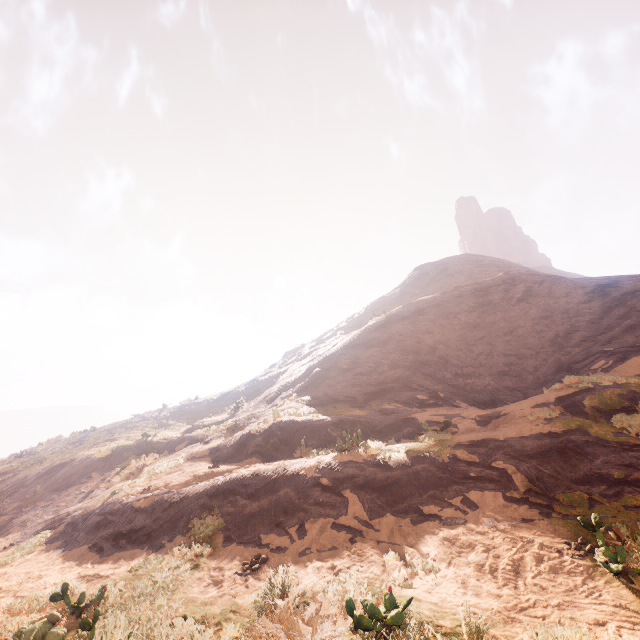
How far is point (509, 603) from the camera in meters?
3.5 m
